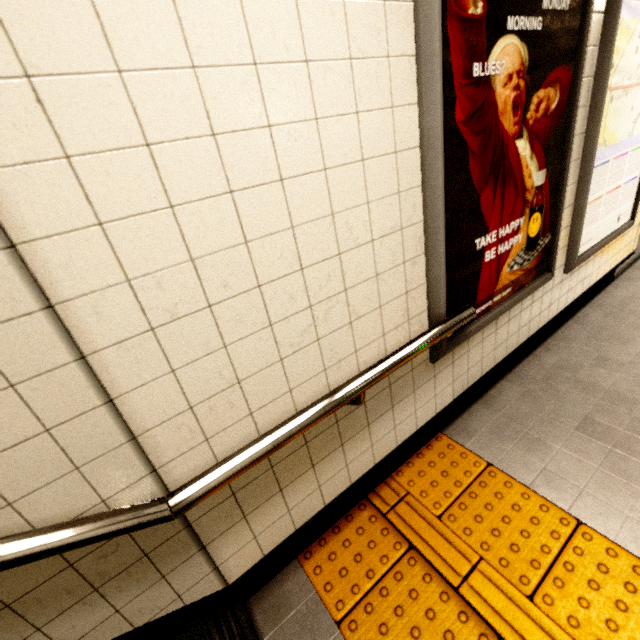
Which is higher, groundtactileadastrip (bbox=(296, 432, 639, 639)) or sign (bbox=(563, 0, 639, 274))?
sign (bbox=(563, 0, 639, 274))

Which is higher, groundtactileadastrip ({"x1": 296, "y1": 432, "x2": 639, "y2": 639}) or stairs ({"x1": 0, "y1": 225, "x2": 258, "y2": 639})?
stairs ({"x1": 0, "y1": 225, "x2": 258, "y2": 639})

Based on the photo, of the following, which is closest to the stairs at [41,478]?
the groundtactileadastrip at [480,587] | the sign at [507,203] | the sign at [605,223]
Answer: the groundtactileadastrip at [480,587]

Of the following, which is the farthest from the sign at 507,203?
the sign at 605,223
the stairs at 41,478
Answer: the stairs at 41,478

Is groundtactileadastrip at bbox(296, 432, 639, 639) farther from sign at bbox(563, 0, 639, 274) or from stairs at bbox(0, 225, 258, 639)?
sign at bbox(563, 0, 639, 274)

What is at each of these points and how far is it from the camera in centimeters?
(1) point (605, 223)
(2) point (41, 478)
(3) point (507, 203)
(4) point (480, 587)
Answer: (1) sign, 259cm
(2) stairs, 83cm
(3) sign, 169cm
(4) groundtactileadastrip, 144cm

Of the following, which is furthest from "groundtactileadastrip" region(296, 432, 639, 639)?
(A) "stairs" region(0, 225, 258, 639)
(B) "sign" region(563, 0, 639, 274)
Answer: (B) "sign" region(563, 0, 639, 274)

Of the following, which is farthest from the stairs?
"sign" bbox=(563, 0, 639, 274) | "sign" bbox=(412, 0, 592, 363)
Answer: "sign" bbox=(563, 0, 639, 274)
